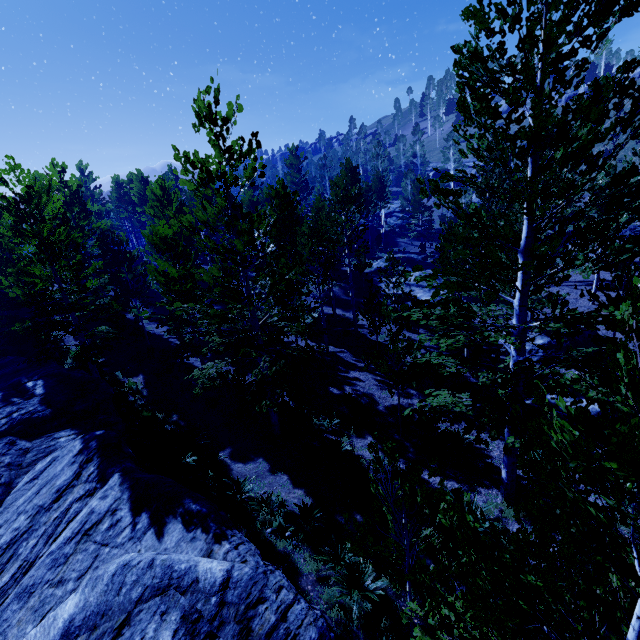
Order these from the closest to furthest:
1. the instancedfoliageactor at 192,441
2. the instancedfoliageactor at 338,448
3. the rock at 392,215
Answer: the instancedfoliageactor at 192,441 → the instancedfoliageactor at 338,448 → the rock at 392,215

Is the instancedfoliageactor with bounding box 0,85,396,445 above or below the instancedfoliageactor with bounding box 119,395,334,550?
above

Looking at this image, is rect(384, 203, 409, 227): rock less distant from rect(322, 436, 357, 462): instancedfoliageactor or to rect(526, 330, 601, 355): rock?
rect(322, 436, 357, 462): instancedfoliageactor

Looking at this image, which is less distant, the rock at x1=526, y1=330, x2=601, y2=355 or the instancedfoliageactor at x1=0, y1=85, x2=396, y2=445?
the instancedfoliageactor at x1=0, y1=85, x2=396, y2=445

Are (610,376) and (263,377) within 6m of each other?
no

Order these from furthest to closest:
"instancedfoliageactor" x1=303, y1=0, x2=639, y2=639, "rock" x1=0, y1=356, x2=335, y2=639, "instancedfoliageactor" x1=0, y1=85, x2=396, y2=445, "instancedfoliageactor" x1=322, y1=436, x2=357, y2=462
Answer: "instancedfoliageactor" x1=322, y1=436, x2=357, y2=462 → "instancedfoliageactor" x1=0, y1=85, x2=396, y2=445 → "rock" x1=0, y1=356, x2=335, y2=639 → "instancedfoliageactor" x1=303, y1=0, x2=639, y2=639

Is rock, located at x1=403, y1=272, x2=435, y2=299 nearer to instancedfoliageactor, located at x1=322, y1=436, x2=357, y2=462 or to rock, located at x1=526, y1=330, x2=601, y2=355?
instancedfoliageactor, located at x1=322, y1=436, x2=357, y2=462

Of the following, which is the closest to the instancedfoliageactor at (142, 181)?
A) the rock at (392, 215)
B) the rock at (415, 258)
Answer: the rock at (415, 258)
